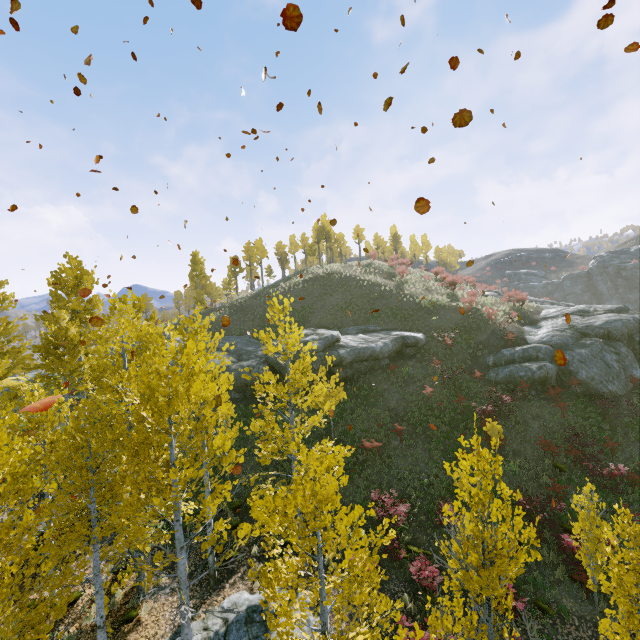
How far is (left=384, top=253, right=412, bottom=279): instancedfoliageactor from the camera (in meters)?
38.98

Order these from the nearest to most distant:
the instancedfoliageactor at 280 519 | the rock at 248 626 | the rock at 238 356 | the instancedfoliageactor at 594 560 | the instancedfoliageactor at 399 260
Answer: the instancedfoliageactor at 280 519 → the instancedfoliageactor at 594 560 → the rock at 248 626 → the rock at 238 356 → the instancedfoliageactor at 399 260

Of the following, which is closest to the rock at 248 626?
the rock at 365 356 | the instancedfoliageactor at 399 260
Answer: the instancedfoliageactor at 399 260

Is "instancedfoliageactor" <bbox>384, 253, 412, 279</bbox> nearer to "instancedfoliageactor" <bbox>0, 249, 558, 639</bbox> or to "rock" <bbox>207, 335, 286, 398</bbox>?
"instancedfoliageactor" <bbox>0, 249, 558, 639</bbox>

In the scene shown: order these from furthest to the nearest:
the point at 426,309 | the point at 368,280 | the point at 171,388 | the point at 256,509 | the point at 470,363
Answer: the point at 368,280, the point at 426,309, the point at 470,363, the point at 171,388, the point at 256,509

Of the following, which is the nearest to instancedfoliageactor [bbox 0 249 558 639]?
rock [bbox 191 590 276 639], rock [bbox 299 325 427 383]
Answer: rock [bbox 191 590 276 639]

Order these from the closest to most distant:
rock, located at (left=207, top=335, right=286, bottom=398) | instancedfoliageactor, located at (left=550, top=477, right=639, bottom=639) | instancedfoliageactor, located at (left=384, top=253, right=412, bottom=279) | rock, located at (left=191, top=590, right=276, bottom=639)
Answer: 1. instancedfoliageactor, located at (left=550, top=477, right=639, bottom=639)
2. rock, located at (left=191, top=590, right=276, bottom=639)
3. rock, located at (left=207, top=335, right=286, bottom=398)
4. instancedfoliageactor, located at (left=384, top=253, right=412, bottom=279)

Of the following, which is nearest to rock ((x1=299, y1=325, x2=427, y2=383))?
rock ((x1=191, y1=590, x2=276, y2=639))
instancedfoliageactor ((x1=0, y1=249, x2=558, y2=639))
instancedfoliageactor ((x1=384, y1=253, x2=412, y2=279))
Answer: instancedfoliageactor ((x1=384, y1=253, x2=412, y2=279))
